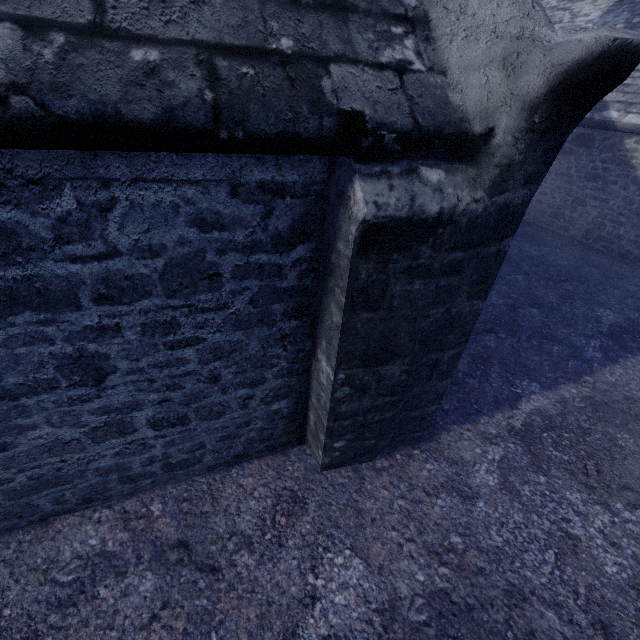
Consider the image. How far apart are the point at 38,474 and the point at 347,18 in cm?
349
